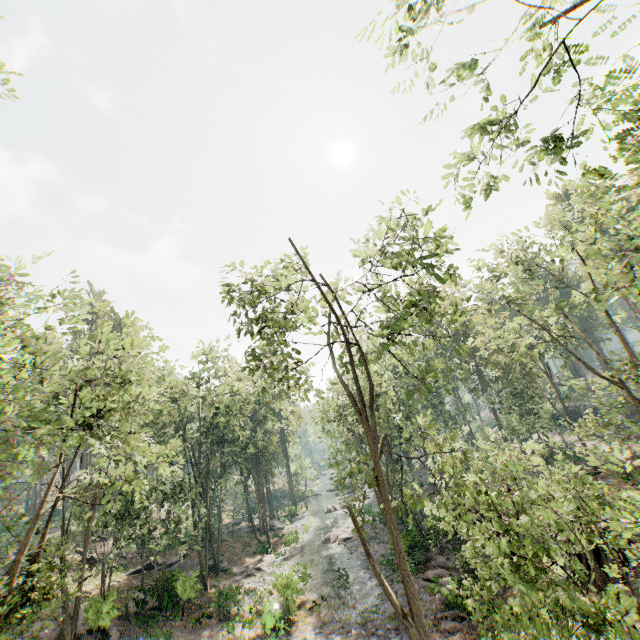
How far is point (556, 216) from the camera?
19.3m

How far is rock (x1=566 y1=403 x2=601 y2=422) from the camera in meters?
47.0

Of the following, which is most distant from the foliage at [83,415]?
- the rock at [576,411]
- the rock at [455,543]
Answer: the rock at [576,411]

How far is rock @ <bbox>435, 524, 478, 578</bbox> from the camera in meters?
21.3 m

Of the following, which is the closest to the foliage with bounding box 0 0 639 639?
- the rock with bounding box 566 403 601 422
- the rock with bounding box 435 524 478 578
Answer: the rock with bounding box 435 524 478 578

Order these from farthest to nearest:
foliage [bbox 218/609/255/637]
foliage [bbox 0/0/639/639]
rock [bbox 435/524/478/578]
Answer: rock [bbox 435/524/478/578] < foliage [bbox 218/609/255/637] < foliage [bbox 0/0/639/639]
